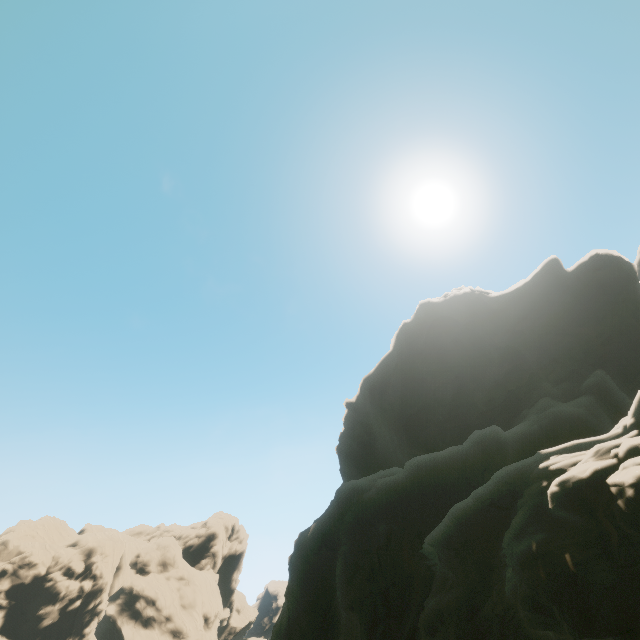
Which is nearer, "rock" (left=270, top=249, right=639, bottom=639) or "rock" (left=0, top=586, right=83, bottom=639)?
"rock" (left=270, top=249, right=639, bottom=639)

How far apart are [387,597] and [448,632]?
5.0 meters

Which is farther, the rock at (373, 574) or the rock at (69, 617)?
the rock at (69, 617)
